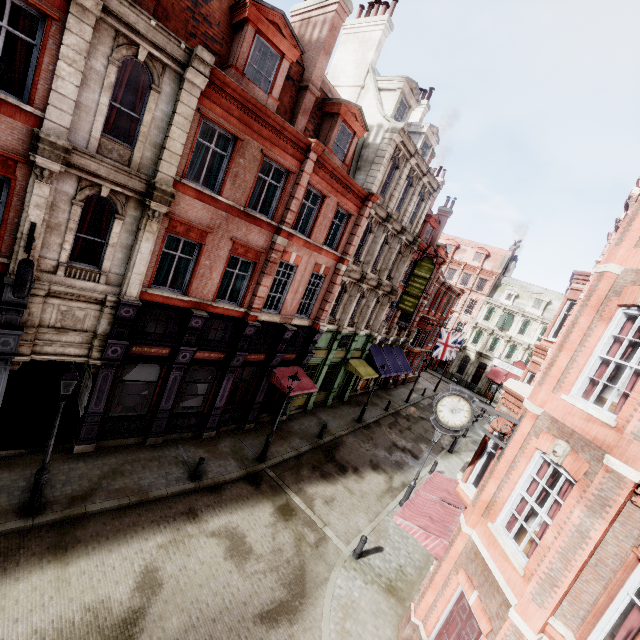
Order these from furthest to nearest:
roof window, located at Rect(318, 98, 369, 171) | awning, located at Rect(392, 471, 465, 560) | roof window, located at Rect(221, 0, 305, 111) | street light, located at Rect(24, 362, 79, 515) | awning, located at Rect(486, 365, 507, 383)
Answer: awning, located at Rect(486, 365, 507, 383) < roof window, located at Rect(318, 98, 369, 171) < roof window, located at Rect(221, 0, 305, 111) < awning, located at Rect(392, 471, 465, 560) < street light, located at Rect(24, 362, 79, 515)

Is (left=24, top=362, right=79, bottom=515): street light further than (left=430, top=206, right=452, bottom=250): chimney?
No

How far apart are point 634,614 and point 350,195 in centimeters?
1638cm

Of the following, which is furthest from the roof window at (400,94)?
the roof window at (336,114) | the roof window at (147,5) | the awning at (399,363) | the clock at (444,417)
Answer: the clock at (444,417)

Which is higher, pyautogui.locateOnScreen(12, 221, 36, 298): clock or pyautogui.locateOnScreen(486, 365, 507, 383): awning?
pyautogui.locateOnScreen(12, 221, 36, 298): clock

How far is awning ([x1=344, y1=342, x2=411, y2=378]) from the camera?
23.7 meters

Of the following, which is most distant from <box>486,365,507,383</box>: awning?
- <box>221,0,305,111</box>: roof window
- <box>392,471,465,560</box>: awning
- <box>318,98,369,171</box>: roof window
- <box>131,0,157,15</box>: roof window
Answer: <box>131,0,157,15</box>: roof window

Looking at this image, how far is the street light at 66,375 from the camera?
8.59m
